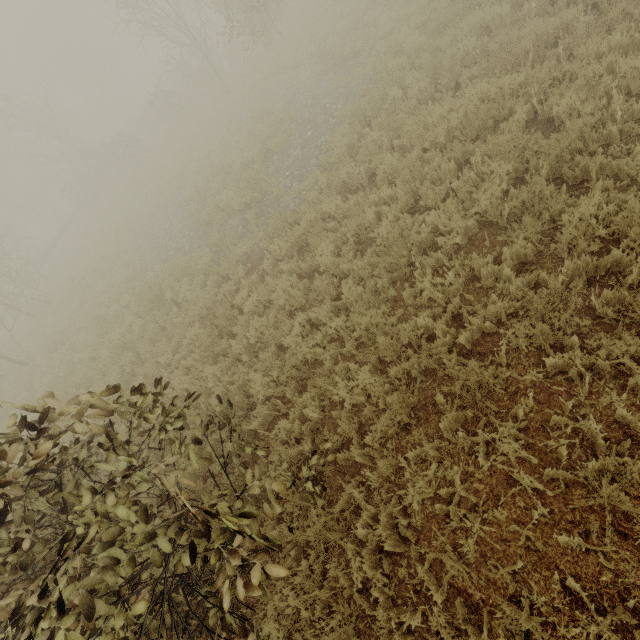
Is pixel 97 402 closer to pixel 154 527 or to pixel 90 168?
pixel 154 527
